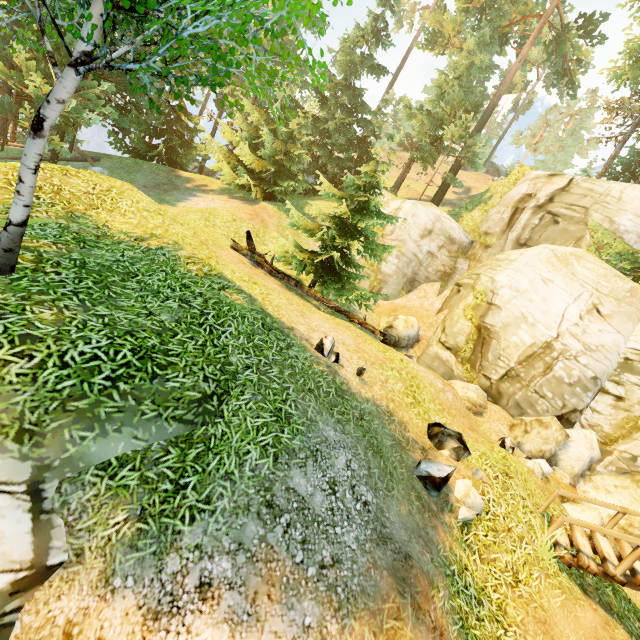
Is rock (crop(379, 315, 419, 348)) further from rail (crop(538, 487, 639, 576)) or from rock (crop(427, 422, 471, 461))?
rail (crop(538, 487, 639, 576))

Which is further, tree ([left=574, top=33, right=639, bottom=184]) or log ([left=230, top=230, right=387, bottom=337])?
tree ([left=574, top=33, right=639, bottom=184])

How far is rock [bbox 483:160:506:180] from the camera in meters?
45.6

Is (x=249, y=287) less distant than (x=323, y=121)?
Yes

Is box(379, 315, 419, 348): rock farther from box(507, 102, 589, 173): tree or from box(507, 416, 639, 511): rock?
box(507, 416, 639, 511): rock

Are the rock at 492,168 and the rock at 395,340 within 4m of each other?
no

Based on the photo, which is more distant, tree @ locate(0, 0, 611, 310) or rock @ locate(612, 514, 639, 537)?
rock @ locate(612, 514, 639, 537)

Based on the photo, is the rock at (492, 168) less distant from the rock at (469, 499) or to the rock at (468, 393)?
the rock at (468, 393)
